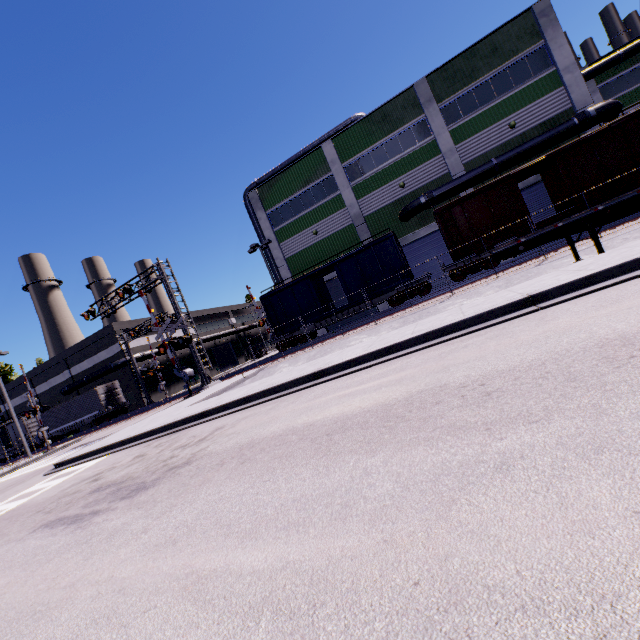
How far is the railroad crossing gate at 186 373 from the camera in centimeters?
1995cm

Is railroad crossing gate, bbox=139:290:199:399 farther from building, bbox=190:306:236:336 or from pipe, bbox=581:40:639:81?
pipe, bbox=581:40:639:81

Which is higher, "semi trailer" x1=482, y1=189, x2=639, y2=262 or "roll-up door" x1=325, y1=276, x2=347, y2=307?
"roll-up door" x1=325, y1=276, x2=347, y2=307

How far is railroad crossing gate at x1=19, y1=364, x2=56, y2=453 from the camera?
26.3m

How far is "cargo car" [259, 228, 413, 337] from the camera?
21.3 meters

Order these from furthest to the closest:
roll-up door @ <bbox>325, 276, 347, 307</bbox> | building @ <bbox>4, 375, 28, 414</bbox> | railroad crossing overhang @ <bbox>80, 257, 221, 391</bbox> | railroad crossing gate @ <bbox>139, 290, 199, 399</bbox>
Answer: building @ <bbox>4, 375, 28, 414</bbox>
roll-up door @ <bbox>325, 276, 347, 307</bbox>
railroad crossing overhang @ <bbox>80, 257, 221, 391</bbox>
railroad crossing gate @ <bbox>139, 290, 199, 399</bbox>

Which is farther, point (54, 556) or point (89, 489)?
point (89, 489)

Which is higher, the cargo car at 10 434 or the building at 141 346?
the building at 141 346
